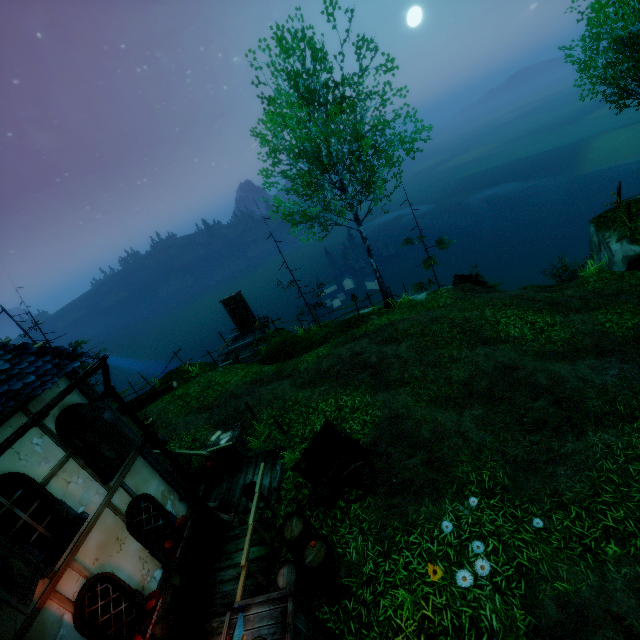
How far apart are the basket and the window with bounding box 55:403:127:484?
2.9 meters

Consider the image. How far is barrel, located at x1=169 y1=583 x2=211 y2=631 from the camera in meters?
6.2 m

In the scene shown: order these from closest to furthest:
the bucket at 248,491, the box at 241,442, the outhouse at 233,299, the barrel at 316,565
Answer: the barrel at 316,565, the bucket at 248,491, the box at 241,442, the outhouse at 233,299

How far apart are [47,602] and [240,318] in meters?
16.6 m

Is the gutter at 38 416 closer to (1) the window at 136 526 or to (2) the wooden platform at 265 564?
(1) the window at 136 526

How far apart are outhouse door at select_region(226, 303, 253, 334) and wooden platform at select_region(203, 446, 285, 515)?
11.4 meters

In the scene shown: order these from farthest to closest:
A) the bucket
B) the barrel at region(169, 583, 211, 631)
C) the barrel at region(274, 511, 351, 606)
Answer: the bucket
the barrel at region(169, 583, 211, 631)
the barrel at region(274, 511, 351, 606)

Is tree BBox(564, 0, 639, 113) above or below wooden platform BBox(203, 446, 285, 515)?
above
